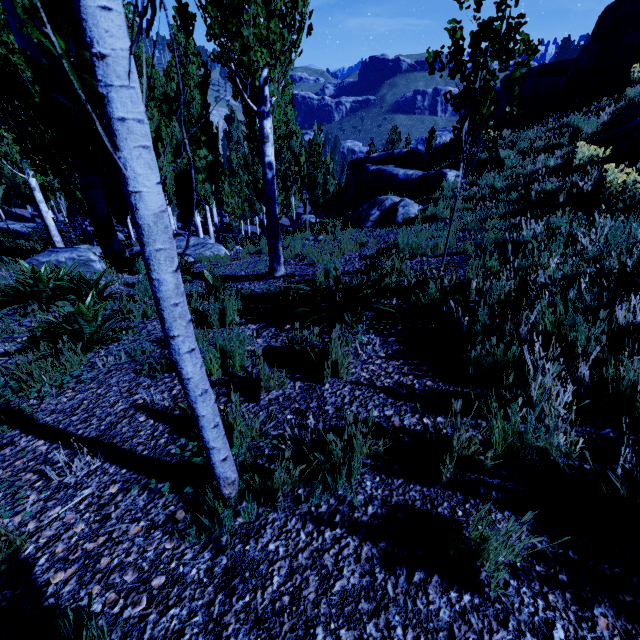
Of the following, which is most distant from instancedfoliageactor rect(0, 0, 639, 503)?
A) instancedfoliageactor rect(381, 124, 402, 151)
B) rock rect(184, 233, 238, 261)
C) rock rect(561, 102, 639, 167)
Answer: rock rect(561, 102, 639, 167)

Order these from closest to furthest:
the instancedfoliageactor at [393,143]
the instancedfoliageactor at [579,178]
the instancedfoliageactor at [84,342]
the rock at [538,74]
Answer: the instancedfoliageactor at [84,342], the instancedfoliageactor at [579,178], the rock at [538,74], the instancedfoliageactor at [393,143]

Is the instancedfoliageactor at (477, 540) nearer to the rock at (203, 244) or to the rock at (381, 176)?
the rock at (203, 244)

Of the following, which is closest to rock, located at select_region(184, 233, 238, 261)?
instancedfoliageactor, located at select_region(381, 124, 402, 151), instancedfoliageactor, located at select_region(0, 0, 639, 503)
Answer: instancedfoliageactor, located at select_region(0, 0, 639, 503)

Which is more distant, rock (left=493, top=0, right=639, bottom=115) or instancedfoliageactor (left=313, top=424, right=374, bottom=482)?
rock (left=493, top=0, right=639, bottom=115)

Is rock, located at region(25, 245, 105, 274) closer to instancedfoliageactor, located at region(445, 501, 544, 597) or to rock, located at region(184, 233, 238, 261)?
instancedfoliageactor, located at region(445, 501, 544, 597)

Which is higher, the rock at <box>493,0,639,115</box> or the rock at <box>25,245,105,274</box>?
the rock at <box>493,0,639,115</box>

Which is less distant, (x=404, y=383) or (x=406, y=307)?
(x=404, y=383)
